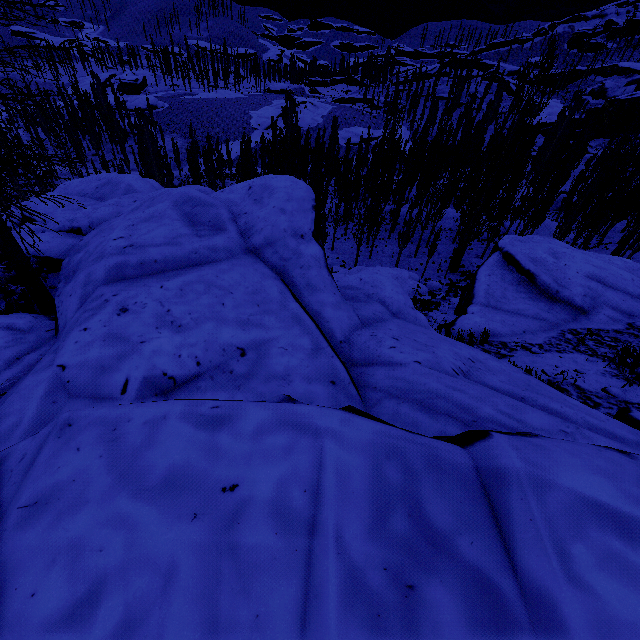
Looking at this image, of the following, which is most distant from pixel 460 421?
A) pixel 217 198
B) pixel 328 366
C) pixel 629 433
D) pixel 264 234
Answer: pixel 217 198

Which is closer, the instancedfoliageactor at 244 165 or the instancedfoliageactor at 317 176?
the instancedfoliageactor at 317 176

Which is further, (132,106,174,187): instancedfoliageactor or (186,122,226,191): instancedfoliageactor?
(132,106,174,187): instancedfoliageactor

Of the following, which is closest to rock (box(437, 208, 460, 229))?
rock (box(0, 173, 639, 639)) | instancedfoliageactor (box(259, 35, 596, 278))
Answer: instancedfoliageactor (box(259, 35, 596, 278))

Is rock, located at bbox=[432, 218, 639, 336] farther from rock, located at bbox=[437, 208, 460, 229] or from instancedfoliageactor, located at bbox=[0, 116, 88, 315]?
rock, located at bbox=[437, 208, 460, 229]

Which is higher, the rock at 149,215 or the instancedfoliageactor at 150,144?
Result: the rock at 149,215
